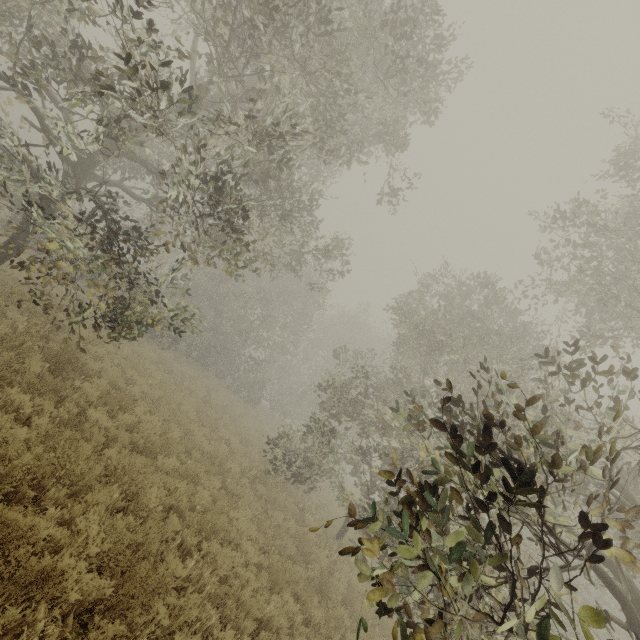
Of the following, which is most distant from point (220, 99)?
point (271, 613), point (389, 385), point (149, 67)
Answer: point (389, 385)
